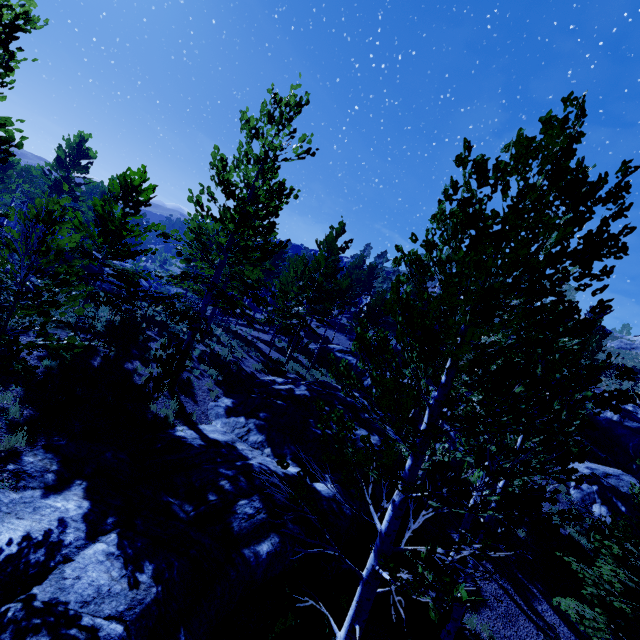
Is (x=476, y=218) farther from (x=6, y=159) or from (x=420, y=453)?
(x=6, y=159)

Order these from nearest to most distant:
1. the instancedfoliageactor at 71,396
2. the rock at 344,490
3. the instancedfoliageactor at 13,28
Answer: the instancedfoliageactor at 13,28
the instancedfoliageactor at 71,396
the rock at 344,490

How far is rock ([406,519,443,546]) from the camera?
11.9m

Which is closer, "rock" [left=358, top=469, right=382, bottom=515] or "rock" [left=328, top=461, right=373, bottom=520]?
"rock" [left=328, top=461, right=373, bottom=520]

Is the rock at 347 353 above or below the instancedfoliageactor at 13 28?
below

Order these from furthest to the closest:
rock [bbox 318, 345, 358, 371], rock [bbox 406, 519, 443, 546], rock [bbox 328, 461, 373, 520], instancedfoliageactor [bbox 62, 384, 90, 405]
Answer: rock [bbox 318, 345, 358, 371] < rock [bbox 406, 519, 443, 546] < rock [bbox 328, 461, 373, 520] < instancedfoliageactor [bbox 62, 384, 90, 405]

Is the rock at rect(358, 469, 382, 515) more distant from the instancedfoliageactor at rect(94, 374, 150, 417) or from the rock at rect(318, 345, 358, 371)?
the rock at rect(318, 345, 358, 371)

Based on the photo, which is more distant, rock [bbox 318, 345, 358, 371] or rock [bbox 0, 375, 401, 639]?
rock [bbox 318, 345, 358, 371]
